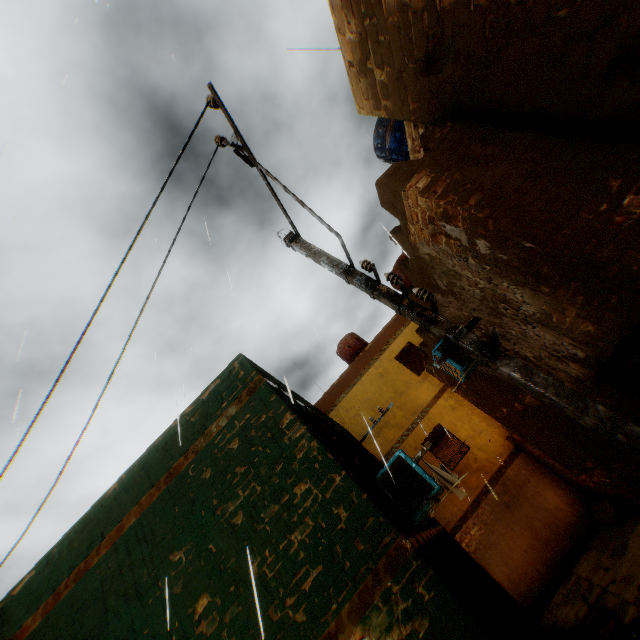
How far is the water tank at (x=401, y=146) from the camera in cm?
880

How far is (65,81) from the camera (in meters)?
6.08

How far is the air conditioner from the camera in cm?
704

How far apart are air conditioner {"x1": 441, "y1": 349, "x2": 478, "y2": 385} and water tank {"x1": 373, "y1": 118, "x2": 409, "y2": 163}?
4.64m

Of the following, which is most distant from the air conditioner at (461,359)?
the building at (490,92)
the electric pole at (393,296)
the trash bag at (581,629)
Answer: the trash bag at (581,629)

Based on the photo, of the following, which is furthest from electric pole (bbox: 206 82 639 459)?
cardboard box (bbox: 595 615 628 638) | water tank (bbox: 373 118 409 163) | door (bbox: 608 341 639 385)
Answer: water tank (bbox: 373 118 409 163)

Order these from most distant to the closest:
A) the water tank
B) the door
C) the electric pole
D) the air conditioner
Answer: the water tank < the air conditioner < the door < the electric pole

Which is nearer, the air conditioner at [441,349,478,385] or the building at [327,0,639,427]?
the building at [327,0,639,427]
